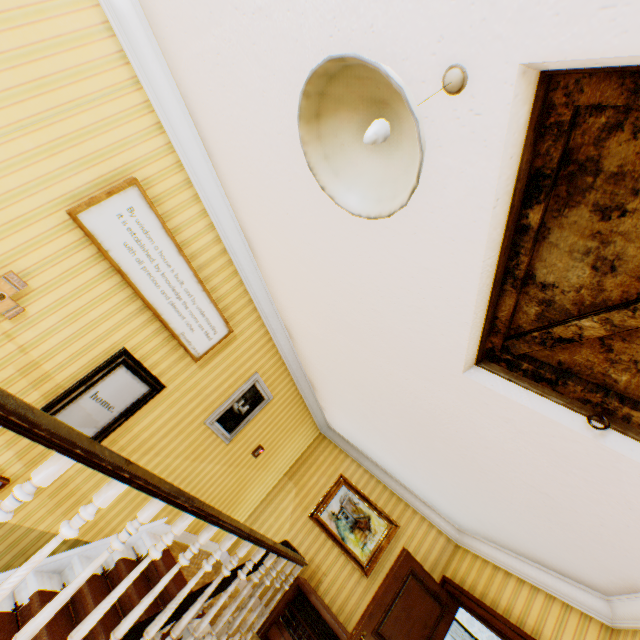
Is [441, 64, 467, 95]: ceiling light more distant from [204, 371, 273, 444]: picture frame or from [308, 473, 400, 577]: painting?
[308, 473, 400, 577]: painting

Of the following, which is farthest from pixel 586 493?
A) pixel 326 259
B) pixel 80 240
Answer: pixel 80 240

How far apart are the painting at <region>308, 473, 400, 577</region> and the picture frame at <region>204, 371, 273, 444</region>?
2.4 meters

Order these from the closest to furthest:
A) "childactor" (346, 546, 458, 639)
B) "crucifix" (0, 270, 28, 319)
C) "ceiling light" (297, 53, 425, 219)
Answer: "ceiling light" (297, 53, 425, 219) < "crucifix" (0, 270, 28, 319) < "childactor" (346, 546, 458, 639)

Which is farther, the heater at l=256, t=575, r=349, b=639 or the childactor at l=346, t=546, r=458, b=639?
the heater at l=256, t=575, r=349, b=639

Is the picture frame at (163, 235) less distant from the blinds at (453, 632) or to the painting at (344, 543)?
the painting at (344, 543)

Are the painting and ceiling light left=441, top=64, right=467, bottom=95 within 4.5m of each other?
no

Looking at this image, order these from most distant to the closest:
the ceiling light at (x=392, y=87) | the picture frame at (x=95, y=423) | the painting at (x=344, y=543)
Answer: the painting at (x=344, y=543) → the picture frame at (x=95, y=423) → the ceiling light at (x=392, y=87)
